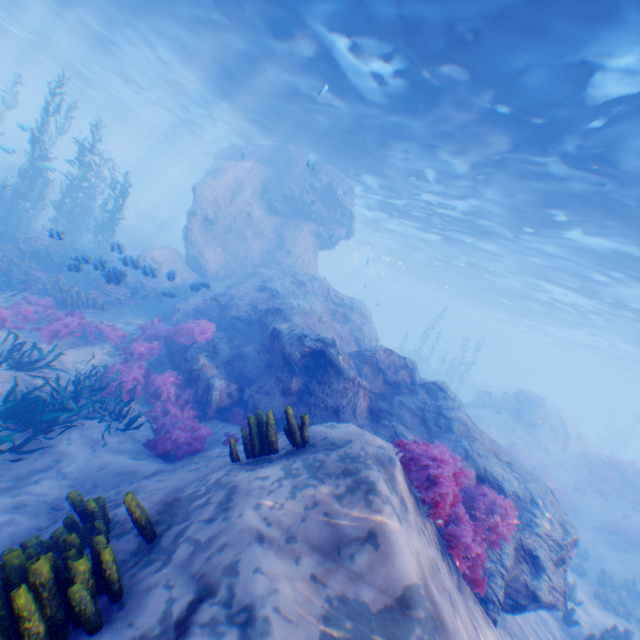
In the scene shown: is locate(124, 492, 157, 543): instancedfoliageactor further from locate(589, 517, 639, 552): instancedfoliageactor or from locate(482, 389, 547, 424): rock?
locate(589, 517, 639, 552): instancedfoliageactor

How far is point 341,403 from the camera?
8.4 meters

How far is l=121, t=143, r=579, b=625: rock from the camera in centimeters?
672cm

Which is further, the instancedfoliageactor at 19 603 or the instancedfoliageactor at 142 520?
the instancedfoliageactor at 142 520

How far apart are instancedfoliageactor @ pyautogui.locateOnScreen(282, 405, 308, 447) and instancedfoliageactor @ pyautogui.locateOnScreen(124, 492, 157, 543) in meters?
1.2 m

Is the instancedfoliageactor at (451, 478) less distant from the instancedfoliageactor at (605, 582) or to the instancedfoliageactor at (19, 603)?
the instancedfoliageactor at (19, 603)

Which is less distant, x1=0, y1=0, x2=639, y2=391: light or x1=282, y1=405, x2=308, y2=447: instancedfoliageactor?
x1=282, y1=405, x2=308, y2=447: instancedfoliageactor
